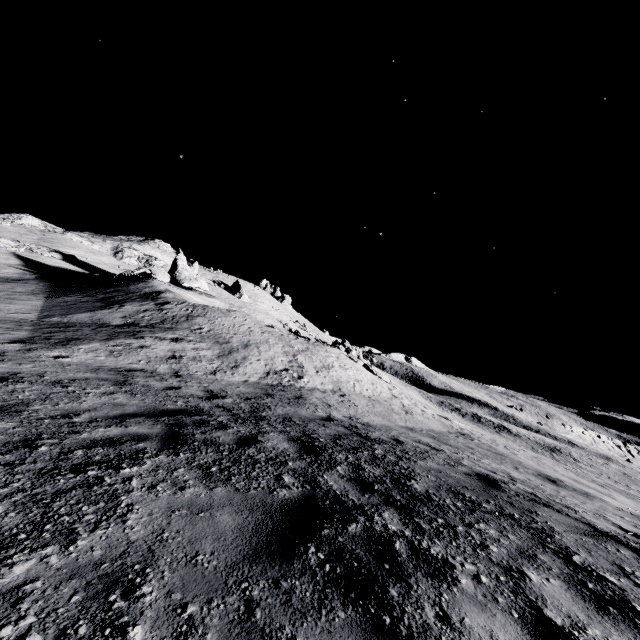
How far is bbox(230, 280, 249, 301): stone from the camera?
53.6 meters

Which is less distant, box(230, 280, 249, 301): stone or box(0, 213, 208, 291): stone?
box(0, 213, 208, 291): stone

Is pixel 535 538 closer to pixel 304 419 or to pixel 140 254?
pixel 304 419

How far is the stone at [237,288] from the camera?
53.56m

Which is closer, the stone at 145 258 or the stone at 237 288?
the stone at 145 258
